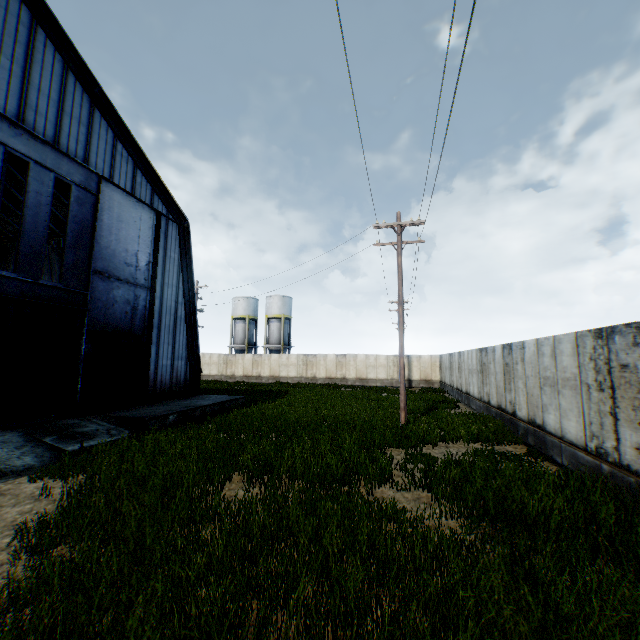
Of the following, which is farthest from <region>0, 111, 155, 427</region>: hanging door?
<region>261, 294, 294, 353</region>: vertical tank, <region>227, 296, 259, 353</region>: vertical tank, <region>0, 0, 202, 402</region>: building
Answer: <region>227, 296, 259, 353</region>: vertical tank

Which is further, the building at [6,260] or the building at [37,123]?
the building at [6,260]

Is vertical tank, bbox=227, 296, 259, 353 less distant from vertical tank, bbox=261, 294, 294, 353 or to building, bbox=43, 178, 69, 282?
vertical tank, bbox=261, 294, 294, 353

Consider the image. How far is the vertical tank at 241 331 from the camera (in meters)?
49.06

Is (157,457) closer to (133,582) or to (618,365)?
(133,582)

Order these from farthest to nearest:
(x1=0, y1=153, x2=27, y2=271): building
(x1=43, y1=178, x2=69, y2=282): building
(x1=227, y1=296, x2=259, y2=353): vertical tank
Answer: (x1=227, y1=296, x2=259, y2=353): vertical tank
(x1=43, y1=178, x2=69, y2=282): building
(x1=0, y1=153, x2=27, y2=271): building

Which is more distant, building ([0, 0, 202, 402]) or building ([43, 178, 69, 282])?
building ([43, 178, 69, 282])
